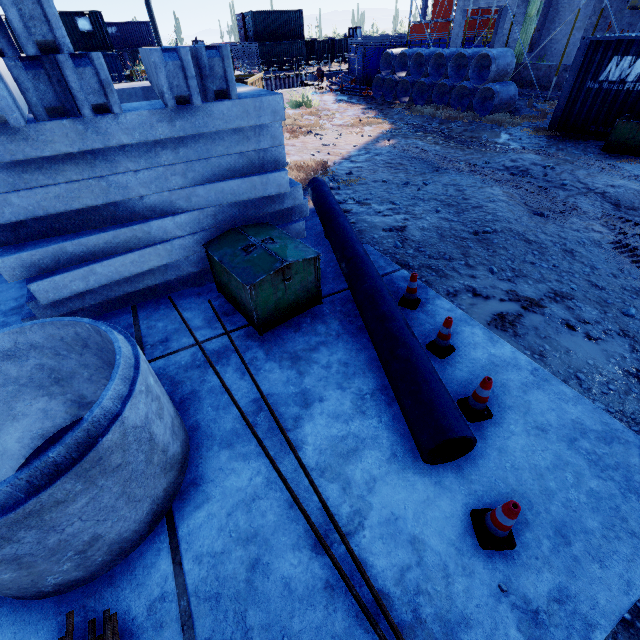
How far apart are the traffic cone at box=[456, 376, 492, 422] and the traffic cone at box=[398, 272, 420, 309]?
1.5m

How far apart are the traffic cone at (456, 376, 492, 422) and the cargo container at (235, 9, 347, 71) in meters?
45.9 m

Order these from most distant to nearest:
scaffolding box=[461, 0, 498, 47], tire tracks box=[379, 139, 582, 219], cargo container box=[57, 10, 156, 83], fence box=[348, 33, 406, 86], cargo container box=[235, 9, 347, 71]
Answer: cargo container box=[235, 9, 347, 71]
cargo container box=[57, 10, 156, 83]
fence box=[348, 33, 406, 86]
scaffolding box=[461, 0, 498, 47]
tire tracks box=[379, 139, 582, 219]

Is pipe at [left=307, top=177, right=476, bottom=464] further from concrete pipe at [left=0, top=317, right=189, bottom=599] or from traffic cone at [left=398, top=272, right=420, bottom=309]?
concrete pipe at [left=0, top=317, right=189, bottom=599]

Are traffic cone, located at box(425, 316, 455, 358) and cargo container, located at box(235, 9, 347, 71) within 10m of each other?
no

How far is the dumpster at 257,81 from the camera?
13.2 meters

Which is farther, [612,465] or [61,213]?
[61,213]

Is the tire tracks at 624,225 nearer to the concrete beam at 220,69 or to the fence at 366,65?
the concrete beam at 220,69
